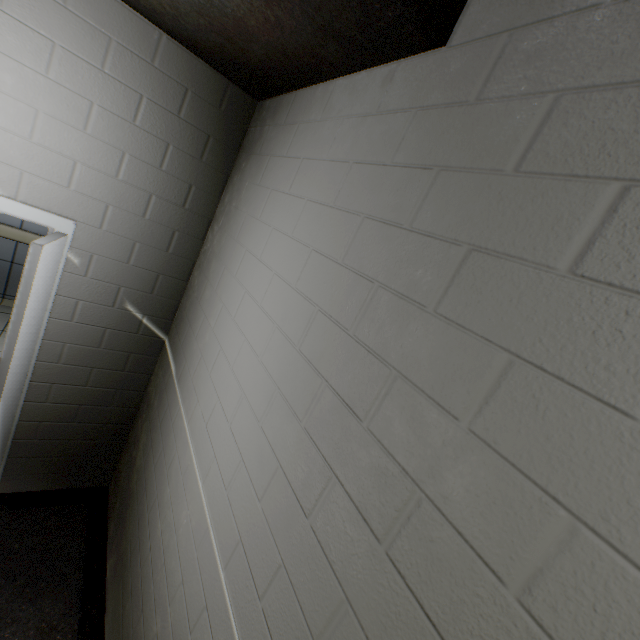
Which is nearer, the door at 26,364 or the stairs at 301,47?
the stairs at 301,47

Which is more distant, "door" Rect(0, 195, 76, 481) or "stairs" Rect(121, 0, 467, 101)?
"door" Rect(0, 195, 76, 481)

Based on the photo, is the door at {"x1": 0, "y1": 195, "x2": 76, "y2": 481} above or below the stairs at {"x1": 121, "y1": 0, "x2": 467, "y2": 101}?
below

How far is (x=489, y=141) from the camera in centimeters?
74cm

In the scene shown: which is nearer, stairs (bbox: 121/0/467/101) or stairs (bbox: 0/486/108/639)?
stairs (bbox: 121/0/467/101)

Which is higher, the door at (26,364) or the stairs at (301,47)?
the stairs at (301,47)

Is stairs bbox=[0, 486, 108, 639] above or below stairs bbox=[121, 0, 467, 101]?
below
